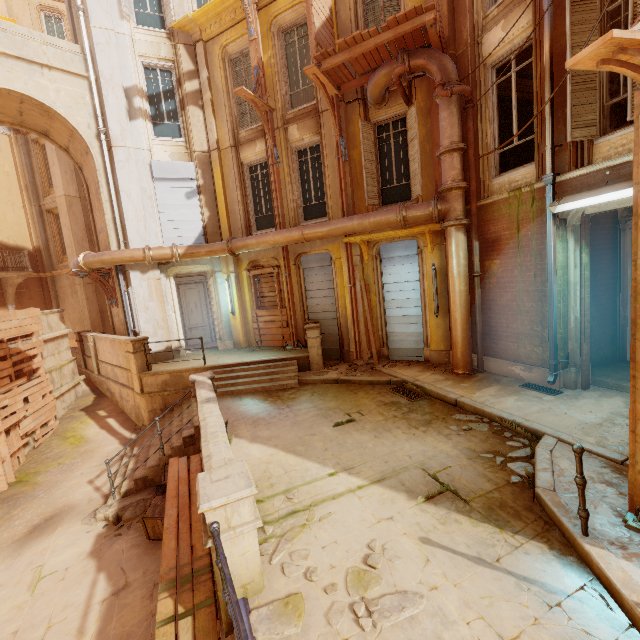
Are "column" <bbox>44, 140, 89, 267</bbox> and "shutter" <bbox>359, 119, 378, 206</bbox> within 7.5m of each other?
no

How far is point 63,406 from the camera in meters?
12.7

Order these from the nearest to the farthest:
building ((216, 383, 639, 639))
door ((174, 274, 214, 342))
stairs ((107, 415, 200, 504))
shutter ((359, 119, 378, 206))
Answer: building ((216, 383, 639, 639)) < stairs ((107, 415, 200, 504)) < shutter ((359, 119, 378, 206)) < door ((174, 274, 214, 342))

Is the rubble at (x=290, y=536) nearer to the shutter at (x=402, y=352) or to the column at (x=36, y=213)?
the shutter at (x=402, y=352)

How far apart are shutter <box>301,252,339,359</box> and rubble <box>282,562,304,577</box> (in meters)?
7.12

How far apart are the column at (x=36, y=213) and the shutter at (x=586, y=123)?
24.4 meters

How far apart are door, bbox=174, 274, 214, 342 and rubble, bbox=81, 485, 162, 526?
8.3 meters

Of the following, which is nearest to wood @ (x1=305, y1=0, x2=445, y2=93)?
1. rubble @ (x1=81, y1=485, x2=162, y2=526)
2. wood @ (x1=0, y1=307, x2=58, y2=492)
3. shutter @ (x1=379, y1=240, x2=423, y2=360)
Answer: shutter @ (x1=379, y1=240, x2=423, y2=360)
